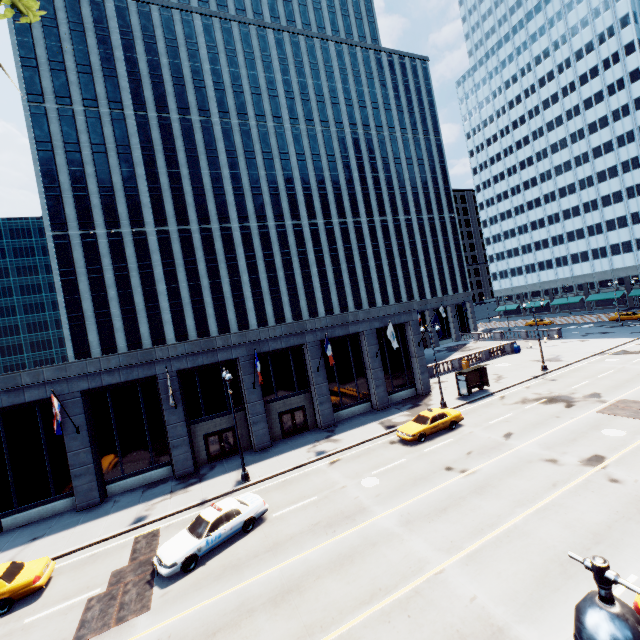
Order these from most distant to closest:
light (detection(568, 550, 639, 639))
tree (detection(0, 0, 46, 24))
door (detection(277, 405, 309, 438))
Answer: door (detection(277, 405, 309, 438)) → tree (detection(0, 0, 46, 24)) → light (detection(568, 550, 639, 639))

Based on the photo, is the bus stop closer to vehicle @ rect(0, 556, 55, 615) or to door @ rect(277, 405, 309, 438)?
door @ rect(277, 405, 309, 438)

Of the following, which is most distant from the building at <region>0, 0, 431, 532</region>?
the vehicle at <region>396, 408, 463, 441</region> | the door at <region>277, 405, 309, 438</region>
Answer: the vehicle at <region>396, 408, 463, 441</region>

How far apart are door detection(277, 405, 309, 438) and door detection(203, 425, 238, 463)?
3.47m

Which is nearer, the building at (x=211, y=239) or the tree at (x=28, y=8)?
the tree at (x=28, y=8)

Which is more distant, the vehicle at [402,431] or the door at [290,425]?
the door at [290,425]

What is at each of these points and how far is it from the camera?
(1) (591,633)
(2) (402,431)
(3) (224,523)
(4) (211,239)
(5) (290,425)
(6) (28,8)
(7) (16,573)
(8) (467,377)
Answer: (1) light, 2.1m
(2) vehicle, 23.0m
(3) vehicle, 15.2m
(4) building, 48.9m
(5) door, 28.1m
(6) tree, 4.6m
(7) vehicle, 14.1m
(8) bus stop, 31.2m

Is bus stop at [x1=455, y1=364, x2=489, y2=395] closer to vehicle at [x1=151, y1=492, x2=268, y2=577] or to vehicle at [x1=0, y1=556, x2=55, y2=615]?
vehicle at [x1=151, y1=492, x2=268, y2=577]
